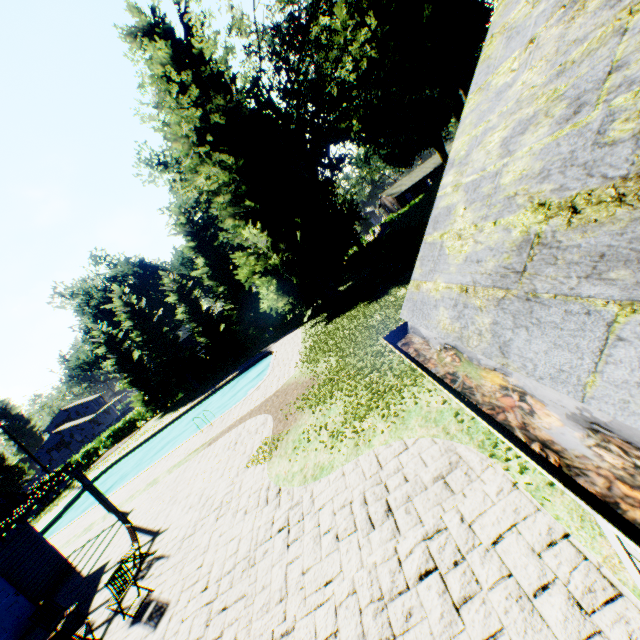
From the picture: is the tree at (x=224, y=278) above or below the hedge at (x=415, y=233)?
above

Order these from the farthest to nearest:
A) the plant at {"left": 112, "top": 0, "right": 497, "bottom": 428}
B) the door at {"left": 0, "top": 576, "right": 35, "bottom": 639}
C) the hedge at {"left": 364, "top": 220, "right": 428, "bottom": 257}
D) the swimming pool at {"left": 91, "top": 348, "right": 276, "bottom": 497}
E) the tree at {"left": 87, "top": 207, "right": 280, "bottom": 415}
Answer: the tree at {"left": 87, "top": 207, "right": 280, "bottom": 415} < the swimming pool at {"left": 91, "top": 348, "right": 276, "bottom": 497} < the hedge at {"left": 364, "top": 220, "right": 428, "bottom": 257} < the plant at {"left": 112, "top": 0, "right": 497, "bottom": 428} < the door at {"left": 0, "top": 576, "right": 35, "bottom": 639}

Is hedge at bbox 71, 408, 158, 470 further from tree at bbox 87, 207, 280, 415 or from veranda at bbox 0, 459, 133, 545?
veranda at bbox 0, 459, 133, 545

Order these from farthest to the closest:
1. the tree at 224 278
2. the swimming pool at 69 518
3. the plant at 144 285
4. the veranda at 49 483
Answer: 1. the plant at 144 285
2. the tree at 224 278
3. the swimming pool at 69 518
4. the veranda at 49 483

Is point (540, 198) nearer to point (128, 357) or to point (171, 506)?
point (171, 506)

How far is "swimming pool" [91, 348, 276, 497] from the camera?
27.5 meters

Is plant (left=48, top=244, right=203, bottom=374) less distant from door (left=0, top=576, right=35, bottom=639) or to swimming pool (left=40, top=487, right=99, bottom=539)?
swimming pool (left=40, top=487, right=99, bottom=539)

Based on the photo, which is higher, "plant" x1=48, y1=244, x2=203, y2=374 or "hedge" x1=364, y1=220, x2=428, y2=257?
"plant" x1=48, y1=244, x2=203, y2=374
